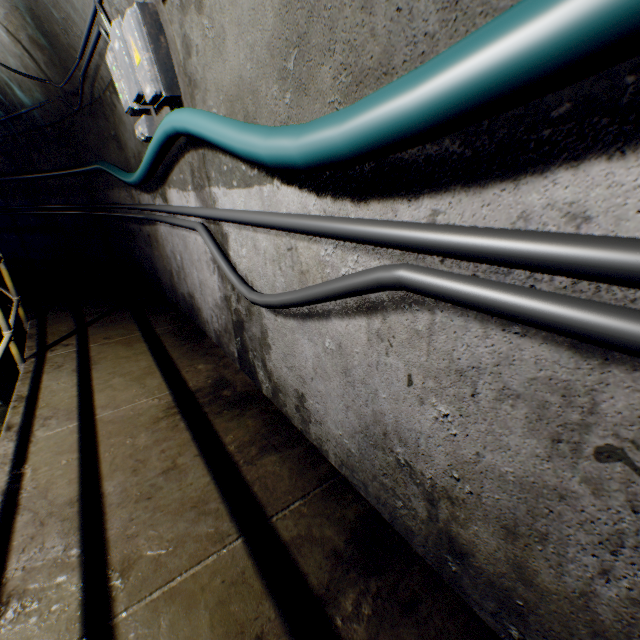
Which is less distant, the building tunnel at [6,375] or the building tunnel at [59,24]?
the building tunnel at [59,24]

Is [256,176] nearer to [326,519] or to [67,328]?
[326,519]

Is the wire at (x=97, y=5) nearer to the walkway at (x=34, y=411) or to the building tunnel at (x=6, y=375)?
the building tunnel at (x=6, y=375)

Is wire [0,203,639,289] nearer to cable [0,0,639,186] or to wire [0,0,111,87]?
cable [0,0,639,186]

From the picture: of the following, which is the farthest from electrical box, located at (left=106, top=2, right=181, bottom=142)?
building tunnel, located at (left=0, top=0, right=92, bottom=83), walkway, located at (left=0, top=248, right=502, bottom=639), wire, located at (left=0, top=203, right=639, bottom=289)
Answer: walkway, located at (left=0, top=248, right=502, bottom=639)

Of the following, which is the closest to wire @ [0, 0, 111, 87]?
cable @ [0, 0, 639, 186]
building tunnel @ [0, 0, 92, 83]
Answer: building tunnel @ [0, 0, 92, 83]

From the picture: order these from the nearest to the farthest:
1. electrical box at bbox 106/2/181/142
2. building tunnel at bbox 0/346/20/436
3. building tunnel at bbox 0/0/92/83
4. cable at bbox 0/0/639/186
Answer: cable at bbox 0/0/639/186 → electrical box at bbox 106/2/181/142 → building tunnel at bbox 0/0/92/83 → building tunnel at bbox 0/346/20/436

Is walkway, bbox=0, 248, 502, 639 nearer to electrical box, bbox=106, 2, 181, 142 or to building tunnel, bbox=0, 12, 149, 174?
building tunnel, bbox=0, 12, 149, 174
